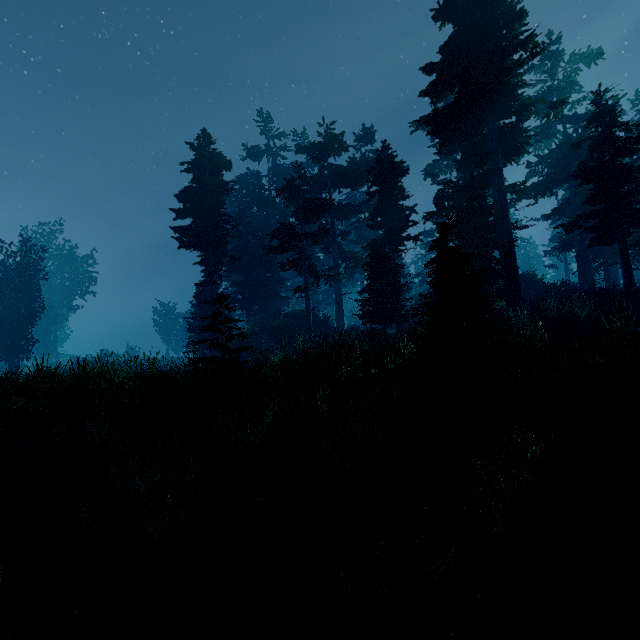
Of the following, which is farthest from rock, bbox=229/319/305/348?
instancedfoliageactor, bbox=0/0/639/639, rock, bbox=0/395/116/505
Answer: rock, bbox=0/395/116/505

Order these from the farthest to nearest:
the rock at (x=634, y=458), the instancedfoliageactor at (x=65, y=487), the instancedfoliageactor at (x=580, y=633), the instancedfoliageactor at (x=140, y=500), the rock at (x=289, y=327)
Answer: the rock at (x=289, y=327) < the instancedfoliageactor at (x=65, y=487) < the rock at (x=634, y=458) < the instancedfoliageactor at (x=140, y=500) < the instancedfoliageactor at (x=580, y=633)

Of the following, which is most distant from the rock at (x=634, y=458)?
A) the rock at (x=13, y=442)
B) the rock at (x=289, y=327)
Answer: the rock at (x=289, y=327)

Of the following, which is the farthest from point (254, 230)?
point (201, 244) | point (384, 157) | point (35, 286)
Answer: point (35, 286)

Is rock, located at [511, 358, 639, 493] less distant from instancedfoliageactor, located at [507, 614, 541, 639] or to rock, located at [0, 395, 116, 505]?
instancedfoliageactor, located at [507, 614, 541, 639]

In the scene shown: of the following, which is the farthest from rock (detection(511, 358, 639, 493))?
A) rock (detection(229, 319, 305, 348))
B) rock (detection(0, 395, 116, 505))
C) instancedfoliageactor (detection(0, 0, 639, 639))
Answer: rock (detection(229, 319, 305, 348))

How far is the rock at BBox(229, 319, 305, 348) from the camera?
26.1m

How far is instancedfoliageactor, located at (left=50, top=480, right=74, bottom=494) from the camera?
6.4m
